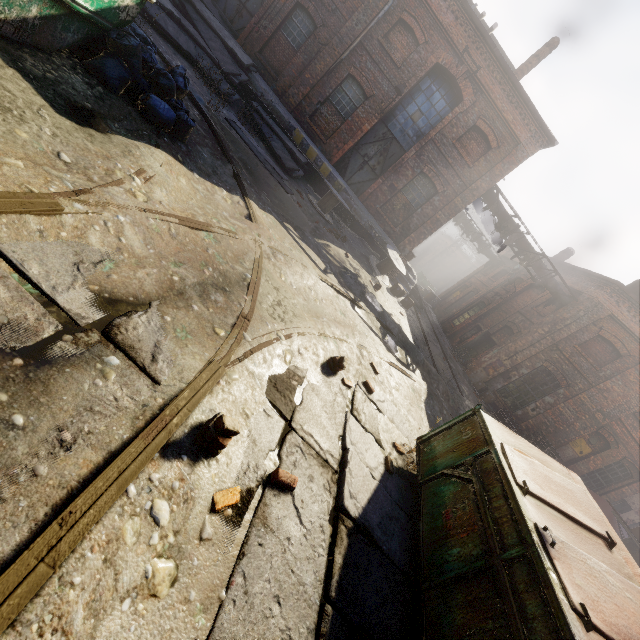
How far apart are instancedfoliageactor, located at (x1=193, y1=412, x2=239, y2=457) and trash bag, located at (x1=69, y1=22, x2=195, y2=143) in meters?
4.9

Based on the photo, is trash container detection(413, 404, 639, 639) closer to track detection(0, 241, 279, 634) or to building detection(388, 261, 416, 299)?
track detection(0, 241, 279, 634)

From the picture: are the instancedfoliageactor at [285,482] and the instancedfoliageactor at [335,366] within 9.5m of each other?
yes

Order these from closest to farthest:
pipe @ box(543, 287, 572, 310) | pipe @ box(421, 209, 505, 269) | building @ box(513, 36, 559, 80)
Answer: building @ box(513, 36, 559, 80), pipe @ box(543, 287, 572, 310), pipe @ box(421, 209, 505, 269)

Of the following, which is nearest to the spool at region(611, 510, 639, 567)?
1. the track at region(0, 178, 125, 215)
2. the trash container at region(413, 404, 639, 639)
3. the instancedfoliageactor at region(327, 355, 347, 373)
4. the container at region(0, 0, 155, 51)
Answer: the trash container at region(413, 404, 639, 639)

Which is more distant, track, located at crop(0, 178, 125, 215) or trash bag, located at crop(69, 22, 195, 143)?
trash bag, located at crop(69, 22, 195, 143)

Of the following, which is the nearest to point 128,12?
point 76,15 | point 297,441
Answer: point 76,15

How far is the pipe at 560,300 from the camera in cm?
1628
